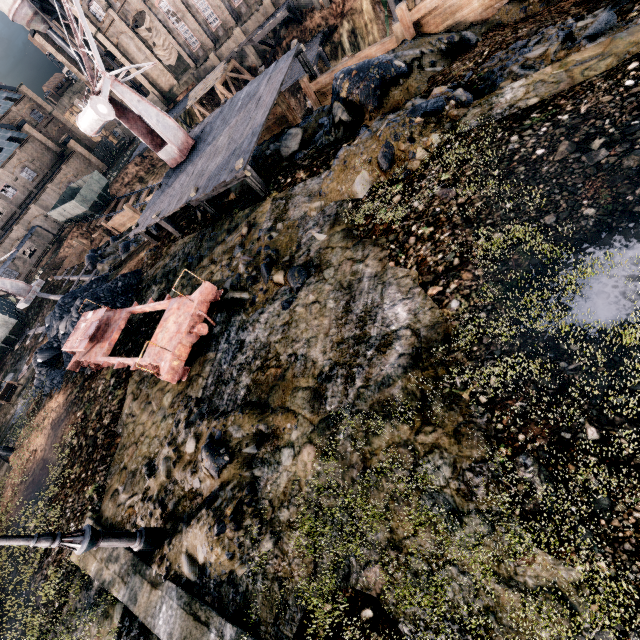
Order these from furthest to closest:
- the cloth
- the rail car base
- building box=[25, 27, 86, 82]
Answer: building box=[25, 27, 86, 82] → the cloth → the rail car base

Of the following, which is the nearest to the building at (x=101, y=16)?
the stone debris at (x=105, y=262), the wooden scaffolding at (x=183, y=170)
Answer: the wooden scaffolding at (x=183, y=170)

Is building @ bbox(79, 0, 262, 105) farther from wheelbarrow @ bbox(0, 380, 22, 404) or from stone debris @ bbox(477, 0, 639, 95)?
wheelbarrow @ bbox(0, 380, 22, 404)

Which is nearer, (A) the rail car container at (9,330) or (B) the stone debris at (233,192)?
(B) the stone debris at (233,192)

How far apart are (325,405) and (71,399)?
13.1 meters

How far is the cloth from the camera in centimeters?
4262cm

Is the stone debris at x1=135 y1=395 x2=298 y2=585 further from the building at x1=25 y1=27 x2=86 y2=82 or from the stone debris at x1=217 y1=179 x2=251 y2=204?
the building at x1=25 y1=27 x2=86 y2=82

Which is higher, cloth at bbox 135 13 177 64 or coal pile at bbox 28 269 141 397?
cloth at bbox 135 13 177 64
